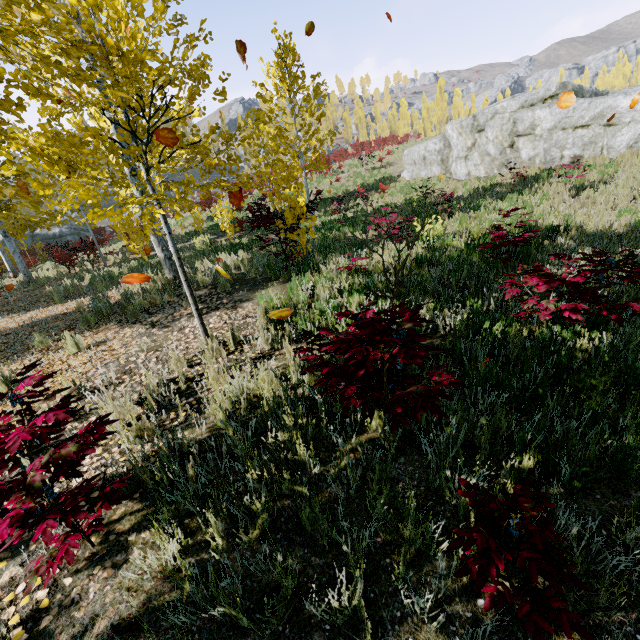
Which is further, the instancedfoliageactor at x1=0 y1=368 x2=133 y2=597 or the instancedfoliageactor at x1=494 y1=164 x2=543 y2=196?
the instancedfoliageactor at x1=494 y1=164 x2=543 y2=196

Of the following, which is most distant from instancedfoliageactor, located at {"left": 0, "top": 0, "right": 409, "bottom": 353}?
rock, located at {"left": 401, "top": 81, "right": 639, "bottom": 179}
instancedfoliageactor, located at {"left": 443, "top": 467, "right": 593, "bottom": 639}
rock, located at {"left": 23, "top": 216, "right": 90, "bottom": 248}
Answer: rock, located at {"left": 401, "top": 81, "right": 639, "bottom": 179}

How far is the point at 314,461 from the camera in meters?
2.5 m

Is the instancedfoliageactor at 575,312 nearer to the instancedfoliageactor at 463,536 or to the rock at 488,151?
the instancedfoliageactor at 463,536

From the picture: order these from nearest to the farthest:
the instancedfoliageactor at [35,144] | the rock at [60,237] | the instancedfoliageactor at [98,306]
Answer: the instancedfoliageactor at [35,144] < the instancedfoliageactor at [98,306] < the rock at [60,237]

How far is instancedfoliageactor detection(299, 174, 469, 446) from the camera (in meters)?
2.16

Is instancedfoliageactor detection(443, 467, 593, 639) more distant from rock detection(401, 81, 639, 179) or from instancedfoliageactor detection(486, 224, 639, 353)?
rock detection(401, 81, 639, 179)
